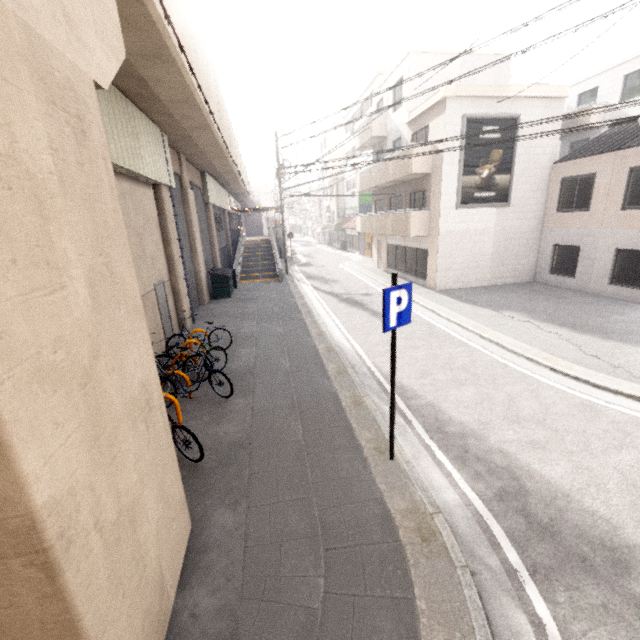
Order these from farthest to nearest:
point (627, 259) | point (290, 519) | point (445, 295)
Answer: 1. point (445, 295)
2. point (627, 259)
3. point (290, 519)

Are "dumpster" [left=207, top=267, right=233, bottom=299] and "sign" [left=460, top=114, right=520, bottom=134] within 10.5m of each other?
no

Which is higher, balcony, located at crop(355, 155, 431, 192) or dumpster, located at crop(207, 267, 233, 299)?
balcony, located at crop(355, 155, 431, 192)

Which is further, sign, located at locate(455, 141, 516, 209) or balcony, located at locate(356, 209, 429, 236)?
balcony, located at locate(356, 209, 429, 236)

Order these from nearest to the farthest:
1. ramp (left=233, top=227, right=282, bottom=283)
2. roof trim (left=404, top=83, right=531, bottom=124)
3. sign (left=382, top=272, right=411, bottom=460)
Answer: sign (left=382, top=272, right=411, bottom=460) < roof trim (left=404, top=83, right=531, bottom=124) < ramp (left=233, top=227, right=282, bottom=283)

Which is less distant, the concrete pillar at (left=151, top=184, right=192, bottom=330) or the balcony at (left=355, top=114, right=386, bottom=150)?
the concrete pillar at (left=151, top=184, right=192, bottom=330)

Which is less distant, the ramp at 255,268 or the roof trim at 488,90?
the roof trim at 488,90

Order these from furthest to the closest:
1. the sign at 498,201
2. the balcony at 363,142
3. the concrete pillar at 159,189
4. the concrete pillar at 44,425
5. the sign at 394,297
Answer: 1. the balcony at 363,142
2. the sign at 498,201
3. the concrete pillar at 159,189
4. the sign at 394,297
5. the concrete pillar at 44,425
